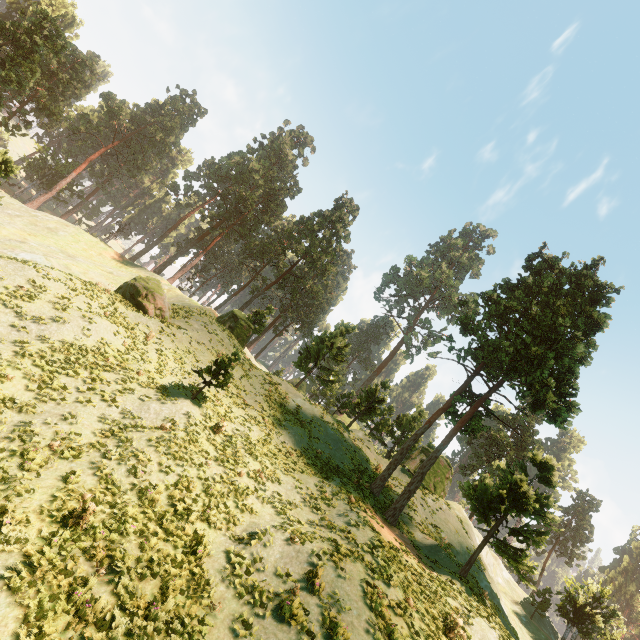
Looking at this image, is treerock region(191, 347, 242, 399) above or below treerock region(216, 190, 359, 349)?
below

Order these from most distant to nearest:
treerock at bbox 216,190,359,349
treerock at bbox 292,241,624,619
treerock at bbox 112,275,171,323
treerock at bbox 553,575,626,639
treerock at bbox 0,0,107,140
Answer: treerock at bbox 216,190,359,349 → treerock at bbox 0,0,107,140 → treerock at bbox 553,575,626,639 → treerock at bbox 112,275,171,323 → treerock at bbox 292,241,624,619

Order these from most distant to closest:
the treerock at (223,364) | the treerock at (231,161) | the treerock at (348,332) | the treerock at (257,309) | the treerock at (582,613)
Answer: the treerock at (231,161), the treerock at (257,309), the treerock at (582,613), the treerock at (348,332), the treerock at (223,364)

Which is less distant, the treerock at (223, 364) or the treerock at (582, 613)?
the treerock at (223, 364)

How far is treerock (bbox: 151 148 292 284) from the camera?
53.3m

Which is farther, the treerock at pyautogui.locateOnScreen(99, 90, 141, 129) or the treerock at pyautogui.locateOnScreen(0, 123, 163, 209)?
the treerock at pyautogui.locateOnScreen(99, 90, 141, 129)

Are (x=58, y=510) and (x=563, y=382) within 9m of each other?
no
